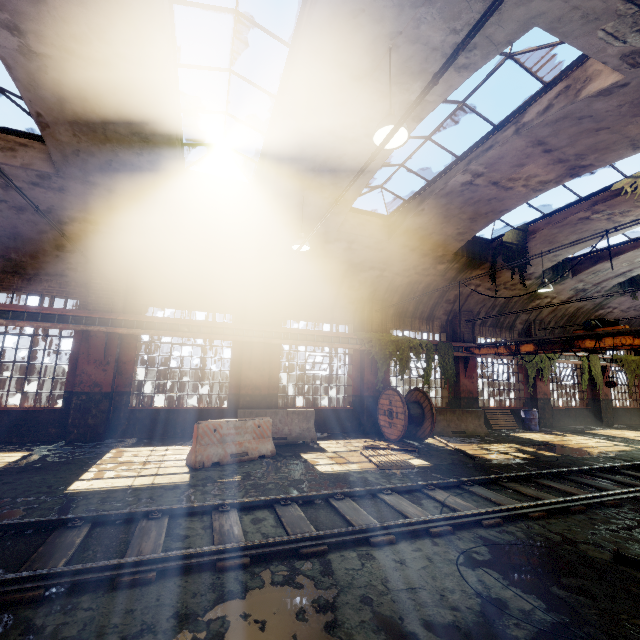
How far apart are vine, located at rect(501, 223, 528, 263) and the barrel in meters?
7.2

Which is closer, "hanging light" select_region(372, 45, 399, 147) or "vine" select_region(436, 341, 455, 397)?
"hanging light" select_region(372, 45, 399, 147)

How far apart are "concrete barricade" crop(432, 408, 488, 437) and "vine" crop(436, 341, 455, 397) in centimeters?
95cm

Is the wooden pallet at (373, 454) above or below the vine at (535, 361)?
below

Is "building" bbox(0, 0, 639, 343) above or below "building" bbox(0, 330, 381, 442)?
above

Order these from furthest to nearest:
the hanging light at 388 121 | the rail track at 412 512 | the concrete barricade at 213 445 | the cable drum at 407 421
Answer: the cable drum at 407 421 → the concrete barricade at 213 445 → the hanging light at 388 121 → the rail track at 412 512

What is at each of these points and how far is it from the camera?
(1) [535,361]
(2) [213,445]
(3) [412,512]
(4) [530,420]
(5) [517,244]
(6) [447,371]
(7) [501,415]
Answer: (1) vine, 16.1m
(2) concrete barricade, 7.9m
(3) rail track, 5.3m
(4) barrel, 15.3m
(5) vine, 12.2m
(6) vine, 14.2m
(7) wooden pallet, 15.7m

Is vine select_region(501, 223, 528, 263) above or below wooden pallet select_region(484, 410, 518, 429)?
above
